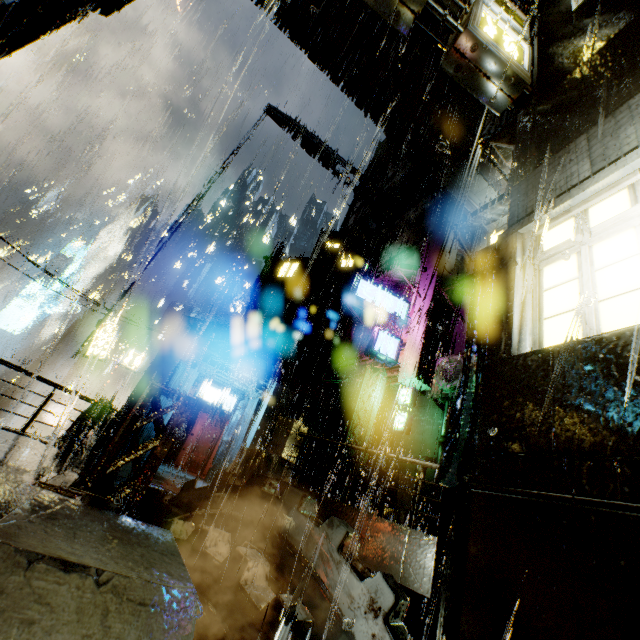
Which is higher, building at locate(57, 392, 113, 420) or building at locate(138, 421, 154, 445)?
building at locate(57, 392, 113, 420)

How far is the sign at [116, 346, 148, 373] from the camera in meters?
19.6 m

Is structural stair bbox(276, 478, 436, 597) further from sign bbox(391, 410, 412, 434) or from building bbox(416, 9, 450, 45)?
sign bbox(391, 410, 412, 434)

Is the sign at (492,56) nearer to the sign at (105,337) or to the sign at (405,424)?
the sign at (405,424)

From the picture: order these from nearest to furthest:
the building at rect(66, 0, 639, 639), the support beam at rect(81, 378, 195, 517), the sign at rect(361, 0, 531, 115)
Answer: the building at rect(66, 0, 639, 639) < the sign at rect(361, 0, 531, 115) < the support beam at rect(81, 378, 195, 517)

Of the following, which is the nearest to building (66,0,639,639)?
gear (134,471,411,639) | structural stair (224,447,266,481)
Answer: structural stair (224,447,266,481)

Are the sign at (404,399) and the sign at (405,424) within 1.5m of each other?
yes

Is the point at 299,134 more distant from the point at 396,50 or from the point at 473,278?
the point at 473,278
